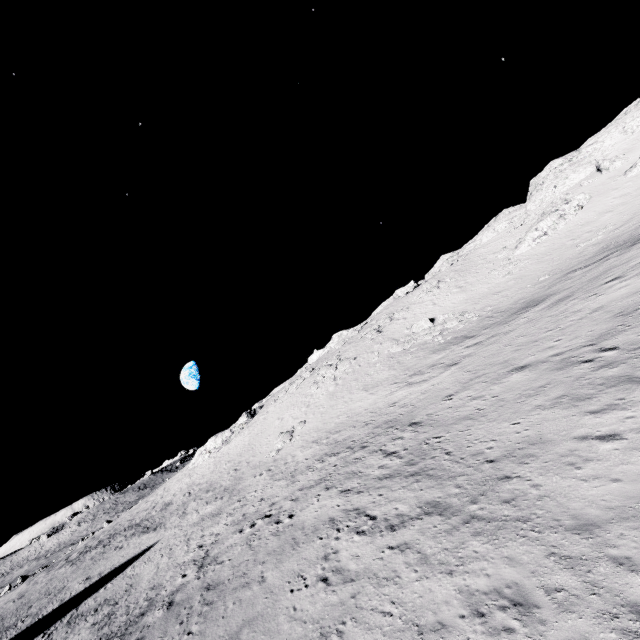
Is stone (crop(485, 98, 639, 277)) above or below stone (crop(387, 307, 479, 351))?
above

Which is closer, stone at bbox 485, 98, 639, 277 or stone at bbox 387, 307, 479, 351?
stone at bbox 387, 307, 479, 351

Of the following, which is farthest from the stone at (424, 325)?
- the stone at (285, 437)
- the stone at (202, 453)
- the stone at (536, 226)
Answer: the stone at (536, 226)

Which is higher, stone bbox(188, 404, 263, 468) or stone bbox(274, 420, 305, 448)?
stone bbox(188, 404, 263, 468)

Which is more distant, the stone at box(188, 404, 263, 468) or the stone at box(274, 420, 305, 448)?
the stone at box(188, 404, 263, 468)

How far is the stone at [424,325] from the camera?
Answer: 36.2m

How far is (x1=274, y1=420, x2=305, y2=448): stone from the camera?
34.66m

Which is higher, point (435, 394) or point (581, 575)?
point (435, 394)
